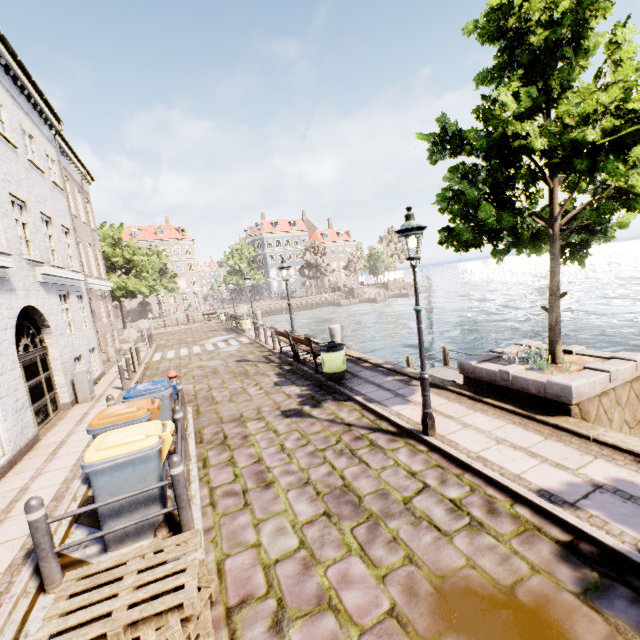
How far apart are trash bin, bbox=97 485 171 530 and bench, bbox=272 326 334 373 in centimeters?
560cm

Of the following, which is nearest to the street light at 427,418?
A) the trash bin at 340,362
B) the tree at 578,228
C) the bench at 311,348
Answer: the tree at 578,228

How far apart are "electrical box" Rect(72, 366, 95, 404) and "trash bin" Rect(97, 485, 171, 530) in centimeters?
722cm

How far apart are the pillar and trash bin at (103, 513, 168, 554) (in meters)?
8.33

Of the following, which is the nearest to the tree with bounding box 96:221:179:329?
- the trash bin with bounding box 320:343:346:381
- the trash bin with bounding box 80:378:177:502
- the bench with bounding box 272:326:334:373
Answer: the bench with bounding box 272:326:334:373

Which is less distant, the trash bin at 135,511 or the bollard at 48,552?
the bollard at 48,552

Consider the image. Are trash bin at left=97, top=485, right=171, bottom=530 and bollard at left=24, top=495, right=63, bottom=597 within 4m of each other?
yes

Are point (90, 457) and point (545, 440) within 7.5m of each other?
yes
